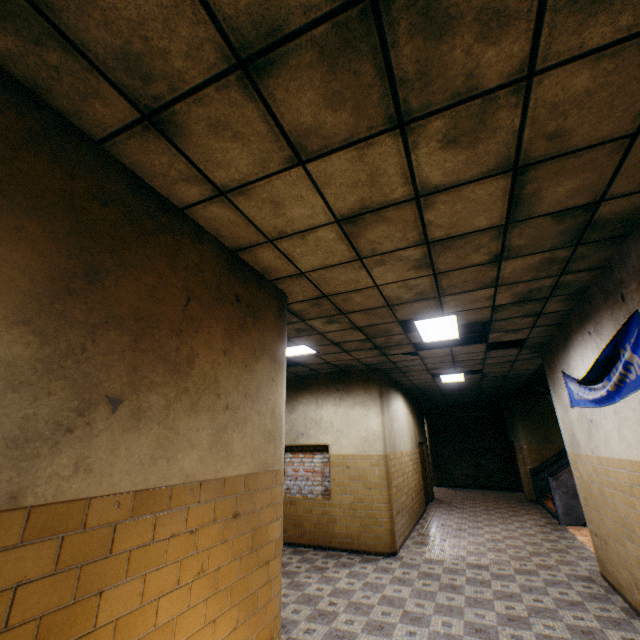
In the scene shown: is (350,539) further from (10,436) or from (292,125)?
(292,125)

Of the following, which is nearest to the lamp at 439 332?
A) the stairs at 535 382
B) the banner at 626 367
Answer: the banner at 626 367

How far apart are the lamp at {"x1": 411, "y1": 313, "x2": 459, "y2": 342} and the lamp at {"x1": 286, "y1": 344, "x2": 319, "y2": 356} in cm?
203

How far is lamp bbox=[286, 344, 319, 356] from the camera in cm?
622

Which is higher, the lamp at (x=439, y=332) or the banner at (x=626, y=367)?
the lamp at (x=439, y=332)

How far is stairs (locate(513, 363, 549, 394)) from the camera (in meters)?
8.79

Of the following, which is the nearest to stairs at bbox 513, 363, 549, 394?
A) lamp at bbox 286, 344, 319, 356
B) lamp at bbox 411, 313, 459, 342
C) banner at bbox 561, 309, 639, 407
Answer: banner at bbox 561, 309, 639, 407

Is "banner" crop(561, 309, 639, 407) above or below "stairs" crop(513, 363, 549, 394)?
below
